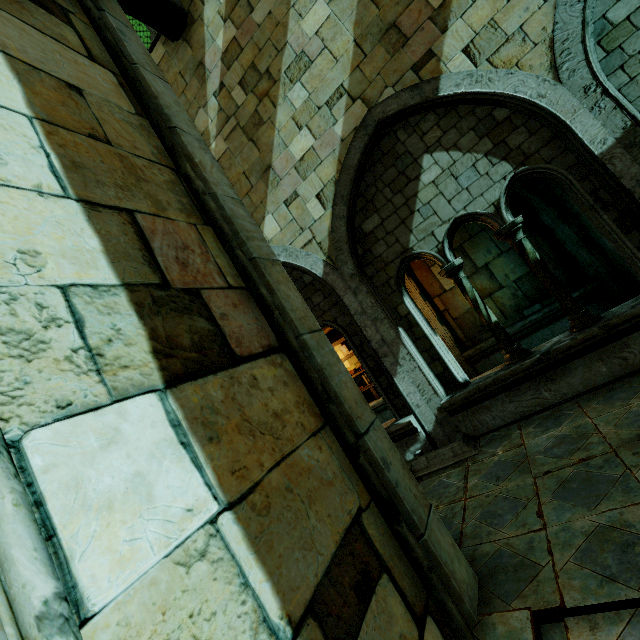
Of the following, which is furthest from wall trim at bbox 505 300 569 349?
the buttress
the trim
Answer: the buttress

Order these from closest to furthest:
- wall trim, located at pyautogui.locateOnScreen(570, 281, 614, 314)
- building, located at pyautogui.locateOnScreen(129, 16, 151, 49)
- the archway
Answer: the archway, wall trim, located at pyautogui.locateOnScreen(570, 281, 614, 314), building, located at pyautogui.locateOnScreen(129, 16, 151, 49)

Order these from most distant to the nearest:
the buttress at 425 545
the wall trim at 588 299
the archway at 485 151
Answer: the wall trim at 588 299 → the archway at 485 151 → the buttress at 425 545

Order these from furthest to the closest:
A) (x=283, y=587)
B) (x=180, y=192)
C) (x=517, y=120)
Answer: (x=517, y=120)
(x=180, y=192)
(x=283, y=587)

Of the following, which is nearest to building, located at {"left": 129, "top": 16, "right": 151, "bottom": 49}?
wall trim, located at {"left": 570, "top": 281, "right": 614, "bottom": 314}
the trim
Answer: the trim

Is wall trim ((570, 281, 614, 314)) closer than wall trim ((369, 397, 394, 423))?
Yes

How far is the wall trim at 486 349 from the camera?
8.0m

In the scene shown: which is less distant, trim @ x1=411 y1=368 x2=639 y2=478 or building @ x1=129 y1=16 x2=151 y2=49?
trim @ x1=411 y1=368 x2=639 y2=478
